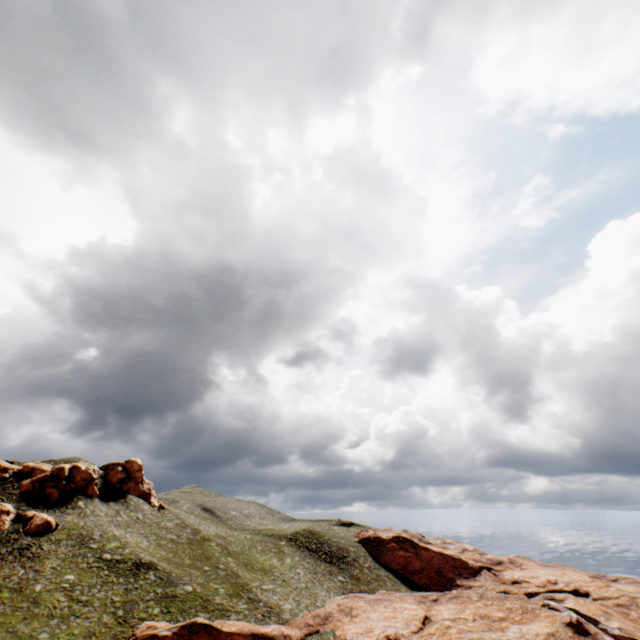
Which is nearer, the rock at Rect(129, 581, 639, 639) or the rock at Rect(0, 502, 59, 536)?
the rock at Rect(129, 581, 639, 639)

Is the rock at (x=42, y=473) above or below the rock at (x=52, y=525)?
above

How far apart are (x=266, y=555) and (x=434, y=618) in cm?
2965

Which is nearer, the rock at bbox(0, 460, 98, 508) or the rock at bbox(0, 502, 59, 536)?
the rock at bbox(0, 502, 59, 536)

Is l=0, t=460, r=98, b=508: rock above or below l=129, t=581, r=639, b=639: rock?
above

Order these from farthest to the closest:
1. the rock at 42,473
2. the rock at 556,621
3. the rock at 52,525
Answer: the rock at 42,473
the rock at 52,525
the rock at 556,621

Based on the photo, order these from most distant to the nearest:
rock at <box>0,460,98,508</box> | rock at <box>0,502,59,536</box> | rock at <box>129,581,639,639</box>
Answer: rock at <box>0,460,98,508</box>
rock at <box>0,502,59,536</box>
rock at <box>129,581,639,639</box>
